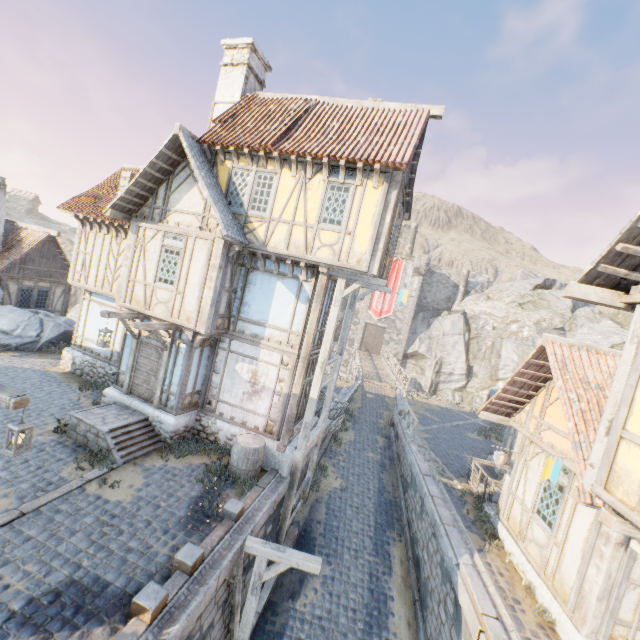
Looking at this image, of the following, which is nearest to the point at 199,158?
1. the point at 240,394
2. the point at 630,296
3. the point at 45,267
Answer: the point at 240,394

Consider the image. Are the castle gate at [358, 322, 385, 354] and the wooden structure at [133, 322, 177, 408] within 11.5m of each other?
no

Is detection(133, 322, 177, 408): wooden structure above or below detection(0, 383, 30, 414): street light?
above

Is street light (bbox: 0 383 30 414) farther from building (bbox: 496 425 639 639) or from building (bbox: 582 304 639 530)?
building (bbox: 496 425 639 639)

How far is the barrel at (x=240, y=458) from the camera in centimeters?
954cm

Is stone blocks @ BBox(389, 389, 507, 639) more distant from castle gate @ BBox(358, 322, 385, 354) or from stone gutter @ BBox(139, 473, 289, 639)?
castle gate @ BBox(358, 322, 385, 354)

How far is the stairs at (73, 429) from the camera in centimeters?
926cm

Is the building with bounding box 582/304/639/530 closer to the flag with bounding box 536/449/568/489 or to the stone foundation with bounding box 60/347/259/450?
the flag with bounding box 536/449/568/489
